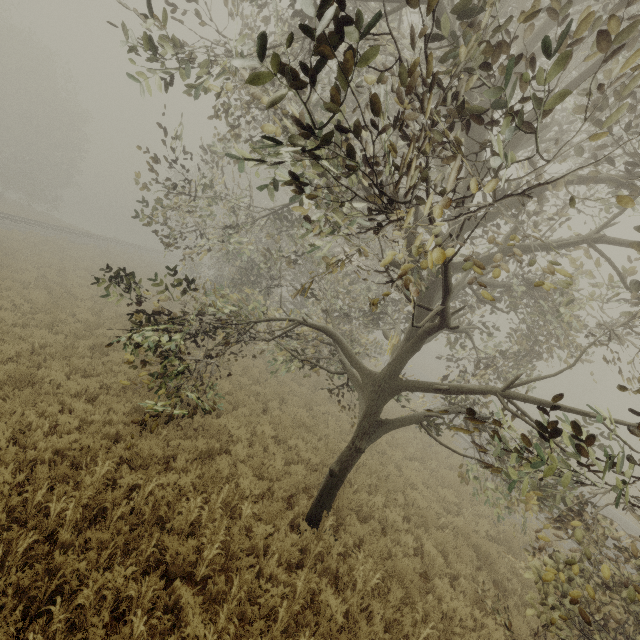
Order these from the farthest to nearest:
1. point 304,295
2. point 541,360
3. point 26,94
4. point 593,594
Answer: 1. point 26,94
2. point 541,360
3. point 304,295
4. point 593,594

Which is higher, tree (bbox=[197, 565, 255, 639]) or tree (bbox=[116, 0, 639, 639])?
tree (bbox=[116, 0, 639, 639])

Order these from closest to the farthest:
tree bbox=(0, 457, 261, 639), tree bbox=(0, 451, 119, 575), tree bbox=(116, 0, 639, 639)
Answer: tree bbox=(116, 0, 639, 639) → tree bbox=(0, 457, 261, 639) → tree bbox=(0, 451, 119, 575)

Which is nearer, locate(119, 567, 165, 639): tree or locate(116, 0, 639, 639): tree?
locate(116, 0, 639, 639): tree

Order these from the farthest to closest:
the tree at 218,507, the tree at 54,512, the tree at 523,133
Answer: the tree at 54,512, the tree at 218,507, the tree at 523,133

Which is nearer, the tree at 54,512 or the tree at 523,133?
the tree at 523,133
